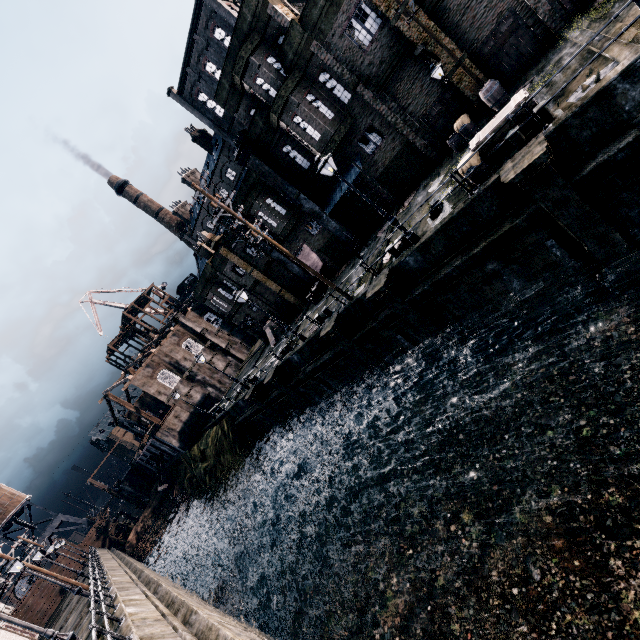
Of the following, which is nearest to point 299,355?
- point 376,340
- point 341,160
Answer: point 376,340

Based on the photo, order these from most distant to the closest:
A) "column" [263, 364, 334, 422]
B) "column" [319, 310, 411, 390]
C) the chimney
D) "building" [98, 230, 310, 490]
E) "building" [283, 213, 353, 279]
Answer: the chimney
"building" [98, 230, 310, 490]
"building" [283, 213, 353, 279]
"column" [263, 364, 334, 422]
"column" [319, 310, 411, 390]

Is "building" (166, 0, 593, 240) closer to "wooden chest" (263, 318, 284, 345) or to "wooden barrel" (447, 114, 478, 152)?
"wooden barrel" (447, 114, 478, 152)

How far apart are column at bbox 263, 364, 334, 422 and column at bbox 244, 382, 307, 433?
2.9m

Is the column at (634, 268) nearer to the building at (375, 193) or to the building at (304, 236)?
the building at (375, 193)

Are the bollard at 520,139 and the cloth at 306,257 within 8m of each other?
no

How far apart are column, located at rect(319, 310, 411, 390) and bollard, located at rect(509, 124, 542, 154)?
11.3m

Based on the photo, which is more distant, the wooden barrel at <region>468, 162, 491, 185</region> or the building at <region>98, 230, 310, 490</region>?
the building at <region>98, 230, 310, 490</region>
